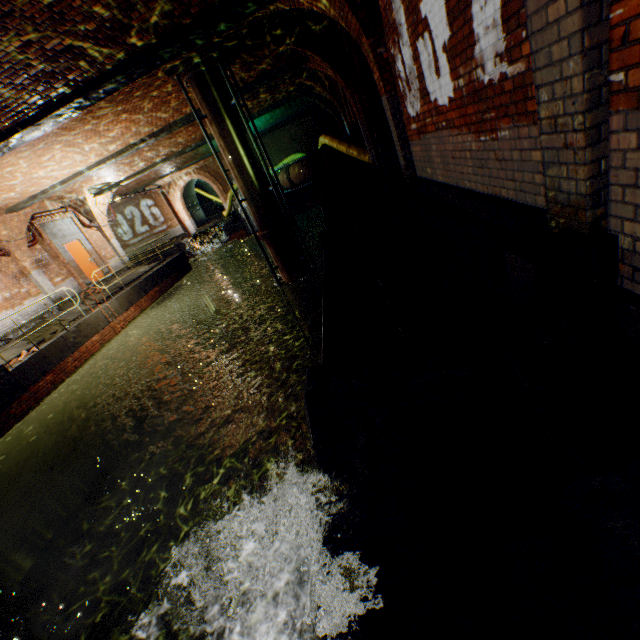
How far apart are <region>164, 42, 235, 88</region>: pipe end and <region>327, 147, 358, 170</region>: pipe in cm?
600

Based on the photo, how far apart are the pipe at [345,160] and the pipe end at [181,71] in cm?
600

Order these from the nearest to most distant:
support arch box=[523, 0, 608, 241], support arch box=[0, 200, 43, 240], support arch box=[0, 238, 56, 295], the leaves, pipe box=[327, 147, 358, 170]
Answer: support arch box=[523, 0, 608, 241]
the leaves
support arch box=[0, 200, 43, 240]
support arch box=[0, 238, 56, 295]
pipe box=[327, 147, 358, 170]

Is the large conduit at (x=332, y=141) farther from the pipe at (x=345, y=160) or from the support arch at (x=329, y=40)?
the support arch at (x=329, y=40)

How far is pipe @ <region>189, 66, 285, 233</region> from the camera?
7.88m

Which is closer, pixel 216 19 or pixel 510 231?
pixel 510 231

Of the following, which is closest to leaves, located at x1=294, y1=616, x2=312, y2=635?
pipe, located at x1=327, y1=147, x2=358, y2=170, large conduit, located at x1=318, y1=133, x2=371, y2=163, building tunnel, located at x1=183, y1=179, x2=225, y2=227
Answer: large conduit, located at x1=318, y1=133, x2=371, y2=163

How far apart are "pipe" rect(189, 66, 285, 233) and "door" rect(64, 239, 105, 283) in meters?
10.9
